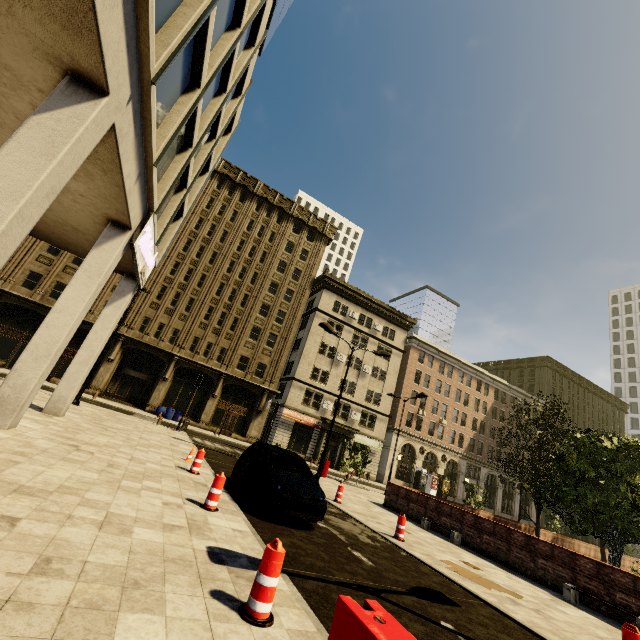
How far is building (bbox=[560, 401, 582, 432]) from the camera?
58.2m

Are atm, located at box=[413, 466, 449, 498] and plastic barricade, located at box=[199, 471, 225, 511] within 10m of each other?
no

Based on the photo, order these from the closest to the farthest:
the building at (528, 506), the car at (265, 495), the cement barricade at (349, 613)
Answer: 1. the cement barricade at (349, 613)
2. the car at (265, 495)
3. the building at (528, 506)

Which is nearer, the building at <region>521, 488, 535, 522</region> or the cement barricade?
the cement barricade

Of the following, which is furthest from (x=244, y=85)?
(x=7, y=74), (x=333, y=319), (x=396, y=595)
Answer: (x=333, y=319)

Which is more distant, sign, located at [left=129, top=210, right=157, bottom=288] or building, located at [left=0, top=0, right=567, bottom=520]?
sign, located at [left=129, top=210, right=157, bottom=288]

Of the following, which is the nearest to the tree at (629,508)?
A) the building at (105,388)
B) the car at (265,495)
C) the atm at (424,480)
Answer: the building at (105,388)

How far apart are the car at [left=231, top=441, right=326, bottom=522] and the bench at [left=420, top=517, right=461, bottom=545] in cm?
706
